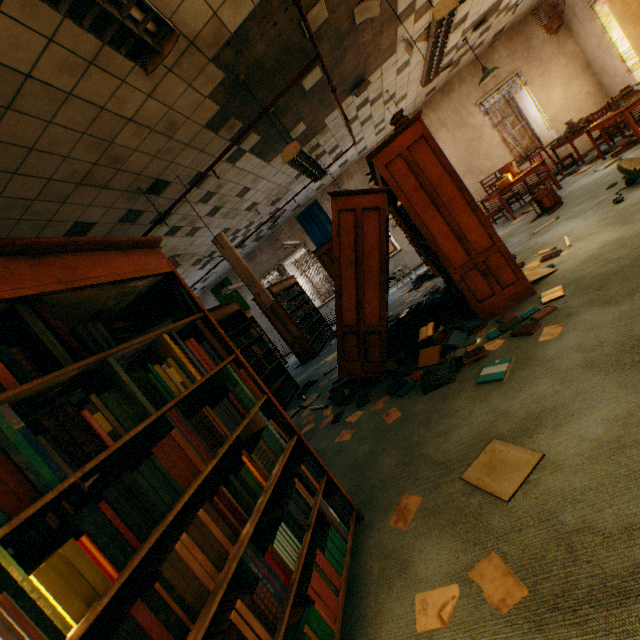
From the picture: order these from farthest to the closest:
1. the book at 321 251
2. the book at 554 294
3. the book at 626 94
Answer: the book at 321 251, the book at 626 94, the book at 554 294

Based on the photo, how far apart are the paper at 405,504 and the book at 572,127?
9.50m

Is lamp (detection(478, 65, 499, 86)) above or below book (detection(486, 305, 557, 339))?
above

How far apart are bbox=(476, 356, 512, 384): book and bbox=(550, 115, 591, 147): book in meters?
8.1 m

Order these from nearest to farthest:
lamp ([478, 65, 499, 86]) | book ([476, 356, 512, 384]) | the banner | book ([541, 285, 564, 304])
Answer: book ([476, 356, 512, 384]), book ([541, 285, 564, 304]), lamp ([478, 65, 499, 86]), the banner

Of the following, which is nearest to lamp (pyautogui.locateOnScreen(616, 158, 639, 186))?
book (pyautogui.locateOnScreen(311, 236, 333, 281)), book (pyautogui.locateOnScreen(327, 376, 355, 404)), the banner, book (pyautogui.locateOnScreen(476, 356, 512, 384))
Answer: book (pyautogui.locateOnScreen(476, 356, 512, 384))

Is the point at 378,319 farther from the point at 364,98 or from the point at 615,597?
the point at 364,98

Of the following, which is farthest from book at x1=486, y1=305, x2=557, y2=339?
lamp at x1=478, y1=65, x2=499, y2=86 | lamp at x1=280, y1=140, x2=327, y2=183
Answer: lamp at x1=478, y1=65, x2=499, y2=86
